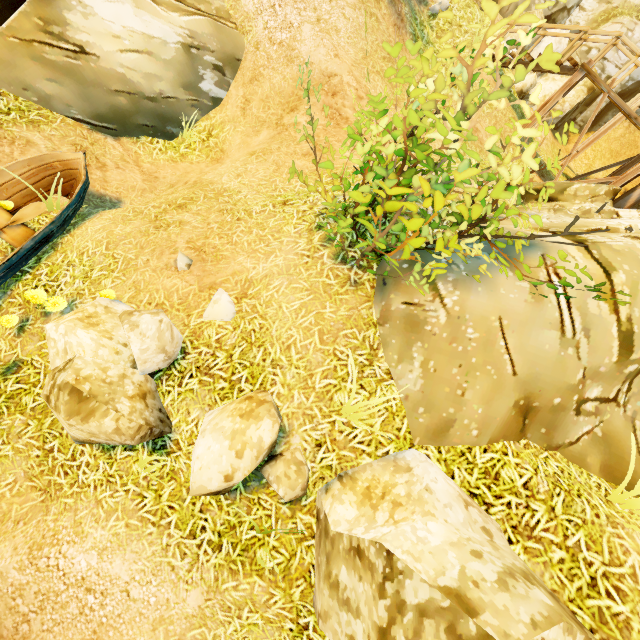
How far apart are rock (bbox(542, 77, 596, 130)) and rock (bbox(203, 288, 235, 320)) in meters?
16.9 m

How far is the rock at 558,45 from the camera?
13.6 meters

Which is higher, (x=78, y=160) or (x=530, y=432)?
(x=530, y=432)

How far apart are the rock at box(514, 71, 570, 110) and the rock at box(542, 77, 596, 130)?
0.20m

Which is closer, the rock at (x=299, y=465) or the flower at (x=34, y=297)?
the rock at (x=299, y=465)

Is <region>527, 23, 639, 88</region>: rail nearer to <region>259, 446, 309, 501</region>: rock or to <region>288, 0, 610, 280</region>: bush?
<region>288, 0, 610, 280</region>: bush

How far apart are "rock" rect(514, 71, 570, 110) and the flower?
16.84m

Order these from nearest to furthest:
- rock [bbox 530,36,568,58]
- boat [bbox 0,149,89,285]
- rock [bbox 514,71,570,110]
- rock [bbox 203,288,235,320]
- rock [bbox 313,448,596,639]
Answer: rock [bbox 313,448,596,639] < rock [bbox 203,288,235,320] < boat [bbox 0,149,89,285] < rock [bbox 514,71,570,110] < rock [bbox 530,36,568,58]
